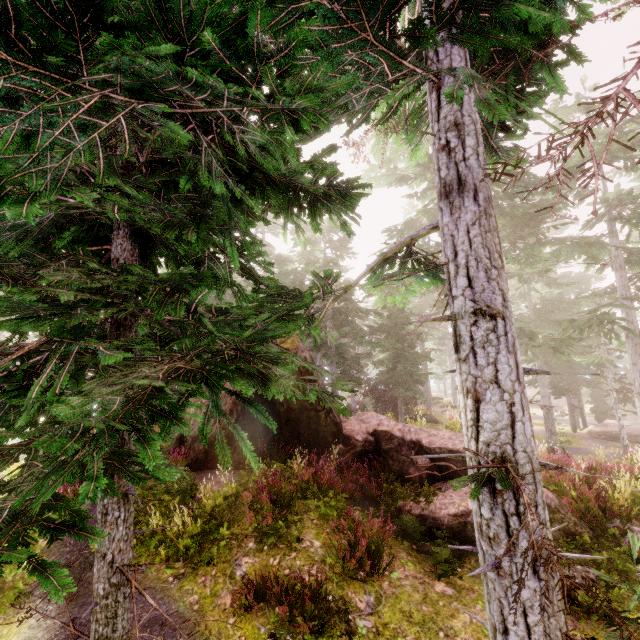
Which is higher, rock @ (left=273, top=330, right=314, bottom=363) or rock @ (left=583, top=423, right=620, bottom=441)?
rock @ (left=273, top=330, right=314, bottom=363)

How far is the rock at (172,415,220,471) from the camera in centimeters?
1048cm

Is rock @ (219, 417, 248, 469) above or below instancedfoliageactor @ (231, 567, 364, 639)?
above

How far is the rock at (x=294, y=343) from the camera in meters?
12.0

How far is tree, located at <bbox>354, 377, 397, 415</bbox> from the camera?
27.0 meters

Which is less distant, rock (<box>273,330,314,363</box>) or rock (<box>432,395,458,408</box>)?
rock (<box>273,330,314,363</box>)

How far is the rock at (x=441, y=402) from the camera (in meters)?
41.09

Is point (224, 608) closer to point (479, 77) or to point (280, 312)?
point (280, 312)
